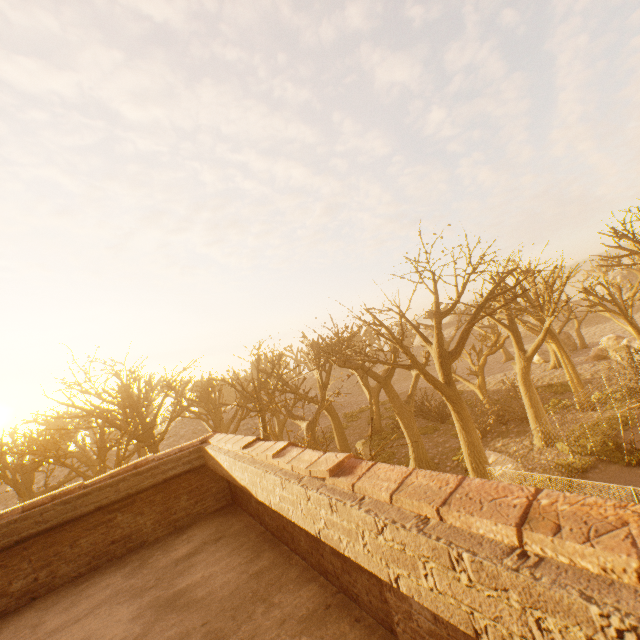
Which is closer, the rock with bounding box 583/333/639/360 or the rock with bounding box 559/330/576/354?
the rock with bounding box 583/333/639/360

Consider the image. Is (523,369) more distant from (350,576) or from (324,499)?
(324,499)

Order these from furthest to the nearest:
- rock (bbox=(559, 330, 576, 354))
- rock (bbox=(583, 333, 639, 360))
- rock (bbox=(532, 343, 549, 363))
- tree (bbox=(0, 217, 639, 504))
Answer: rock (bbox=(559, 330, 576, 354))
rock (bbox=(532, 343, 549, 363))
rock (bbox=(583, 333, 639, 360))
tree (bbox=(0, 217, 639, 504))

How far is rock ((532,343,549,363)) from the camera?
38.9 meters

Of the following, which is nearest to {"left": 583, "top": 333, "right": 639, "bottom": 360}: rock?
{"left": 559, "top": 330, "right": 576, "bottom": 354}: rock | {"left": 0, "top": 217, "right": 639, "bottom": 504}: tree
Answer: {"left": 0, "top": 217, "right": 639, "bottom": 504}: tree

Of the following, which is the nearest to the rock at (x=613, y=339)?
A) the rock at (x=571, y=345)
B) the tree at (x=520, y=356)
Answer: the tree at (x=520, y=356)

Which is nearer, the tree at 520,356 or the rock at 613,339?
the tree at 520,356
